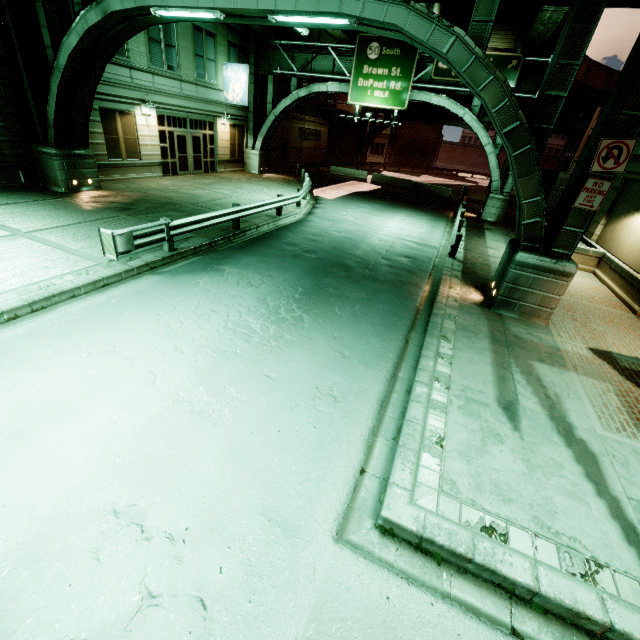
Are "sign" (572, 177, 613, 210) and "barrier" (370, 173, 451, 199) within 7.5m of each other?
no

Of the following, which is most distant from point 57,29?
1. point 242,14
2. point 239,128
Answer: point 239,128

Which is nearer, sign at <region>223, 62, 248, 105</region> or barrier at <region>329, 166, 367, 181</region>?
sign at <region>223, 62, 248, 105</region>

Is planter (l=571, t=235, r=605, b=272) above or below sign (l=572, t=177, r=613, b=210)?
below

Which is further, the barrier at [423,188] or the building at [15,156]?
the barrier at [423,188]

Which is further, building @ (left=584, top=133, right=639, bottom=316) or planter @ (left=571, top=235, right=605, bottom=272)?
planter @ (left=571, top=235, right=605, bottom=272)

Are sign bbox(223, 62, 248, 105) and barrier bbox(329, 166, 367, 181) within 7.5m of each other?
no

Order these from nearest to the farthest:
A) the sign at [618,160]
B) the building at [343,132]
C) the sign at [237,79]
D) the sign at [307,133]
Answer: the sign at [618,160]
the sign at [237,79]
the building at [343,132]
the sign at [307,133]
